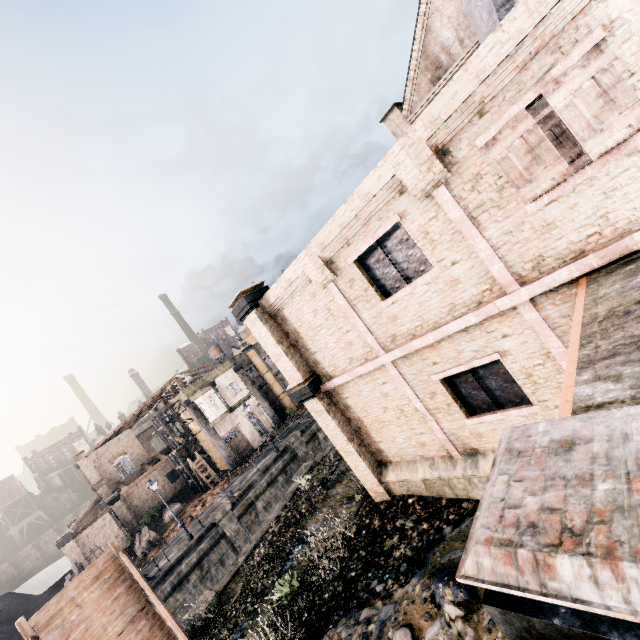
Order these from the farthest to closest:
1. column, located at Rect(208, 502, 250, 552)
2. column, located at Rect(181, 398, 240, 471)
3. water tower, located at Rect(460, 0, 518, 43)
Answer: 1. column, located at Rect(181, 398, 240, 471)
2. column, located at Rect(208, 502, 250, 552)
3. water tower, located at Rect(460, 0, 518, 43)

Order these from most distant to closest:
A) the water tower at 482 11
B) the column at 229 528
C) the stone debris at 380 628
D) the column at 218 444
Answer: the column at 218 444 < the column at 229 528 < the water tower at 482 11 < the stone debris at 380 628

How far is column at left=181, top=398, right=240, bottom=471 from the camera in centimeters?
3616cm

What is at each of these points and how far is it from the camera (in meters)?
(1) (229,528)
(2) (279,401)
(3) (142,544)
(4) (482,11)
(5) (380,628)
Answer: (1) column, 25.03
(2) building, 44.19
(3) wood pile, 30.16
(4) water tower, 9.55
(5) stone debris, 8.29

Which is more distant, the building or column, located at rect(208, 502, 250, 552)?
column, located at rect(208, 502, 250, 552)

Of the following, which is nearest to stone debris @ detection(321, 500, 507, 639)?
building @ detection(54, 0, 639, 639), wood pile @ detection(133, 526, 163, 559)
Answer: building @ detection(54, 0, 639, 639)

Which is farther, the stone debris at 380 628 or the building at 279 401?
the stone debris at 380 628

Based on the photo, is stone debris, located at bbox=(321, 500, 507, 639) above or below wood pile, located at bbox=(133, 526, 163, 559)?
below
